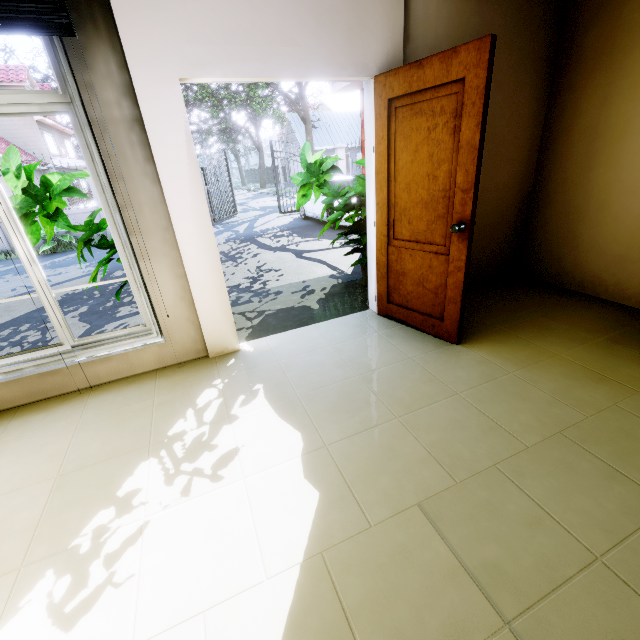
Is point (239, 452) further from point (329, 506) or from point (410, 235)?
point (410, 235)

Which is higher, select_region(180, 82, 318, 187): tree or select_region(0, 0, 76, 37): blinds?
select_region(180, 82, 318, 187): tree

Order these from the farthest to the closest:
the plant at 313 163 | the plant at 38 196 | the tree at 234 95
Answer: the tree at 234 95, the plant at 313 163, the plant at 38 196

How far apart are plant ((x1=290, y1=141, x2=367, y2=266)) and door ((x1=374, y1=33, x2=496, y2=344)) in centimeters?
46cm

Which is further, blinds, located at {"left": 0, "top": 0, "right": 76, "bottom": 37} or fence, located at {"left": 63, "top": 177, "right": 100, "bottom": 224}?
fence, located at {"left": 63, "top": 177, "right": 100, "bottom": 224}

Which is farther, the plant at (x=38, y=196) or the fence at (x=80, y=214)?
the fence at (x=80, y=214)

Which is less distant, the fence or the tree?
the fence

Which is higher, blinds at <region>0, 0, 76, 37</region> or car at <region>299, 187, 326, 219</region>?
blinds at <region>0, 0, 76, 37</region>
